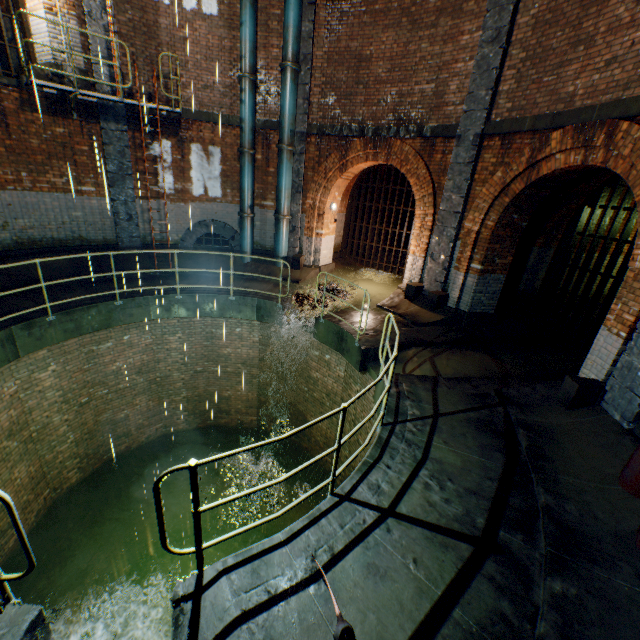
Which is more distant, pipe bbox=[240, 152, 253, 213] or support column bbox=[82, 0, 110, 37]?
pipe bbox=[240, 152, 253, 213]

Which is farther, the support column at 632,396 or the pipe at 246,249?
the pipe at 246,249

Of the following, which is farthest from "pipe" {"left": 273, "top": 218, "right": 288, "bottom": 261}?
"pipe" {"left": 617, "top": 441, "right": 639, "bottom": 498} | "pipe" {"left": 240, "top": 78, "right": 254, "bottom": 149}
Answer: "pipe" {"left": 617, "top": 441, "right": 639, "bottom": 498}

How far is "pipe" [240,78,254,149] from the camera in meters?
9.7 m

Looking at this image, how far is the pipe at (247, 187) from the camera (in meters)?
10.51

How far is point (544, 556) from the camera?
3.18m

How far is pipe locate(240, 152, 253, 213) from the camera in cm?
1051

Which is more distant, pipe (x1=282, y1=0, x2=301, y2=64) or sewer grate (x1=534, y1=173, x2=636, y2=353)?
pipe (x1=282, y1=0, x2=301, y2=64)
